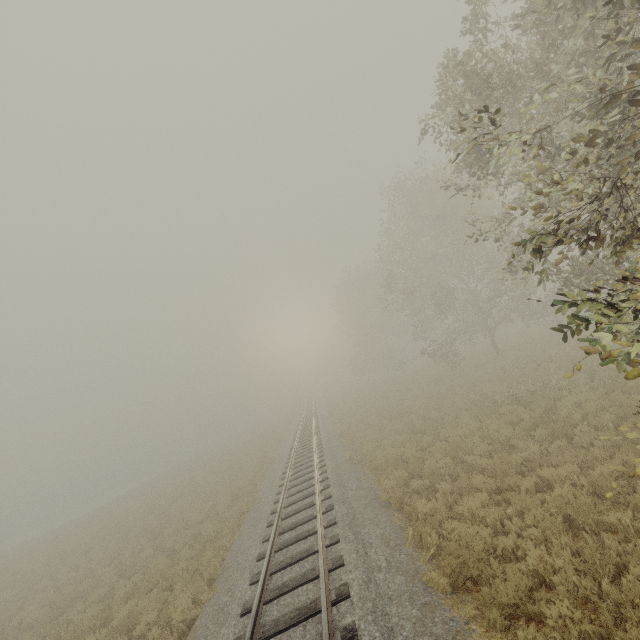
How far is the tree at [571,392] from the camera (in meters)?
11.20

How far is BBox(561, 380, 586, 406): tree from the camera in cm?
1120

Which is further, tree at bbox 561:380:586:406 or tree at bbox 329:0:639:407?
tree at bbox 561:380:586:406

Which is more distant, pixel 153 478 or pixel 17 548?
pixel 153 478

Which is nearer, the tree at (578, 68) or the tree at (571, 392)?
the tree at (578, 68)

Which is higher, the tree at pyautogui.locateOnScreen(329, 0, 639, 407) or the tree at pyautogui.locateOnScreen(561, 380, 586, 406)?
the tree at pyautogui.locateOnScreen(329, 0, 639, 407)
